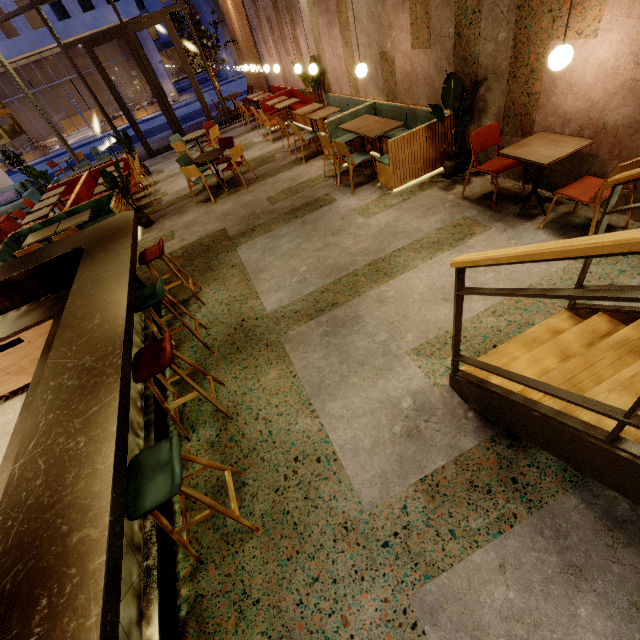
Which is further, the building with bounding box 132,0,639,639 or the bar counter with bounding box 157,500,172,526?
the bar counter with bounding box 157,500,172,526

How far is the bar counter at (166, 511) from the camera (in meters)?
2.47

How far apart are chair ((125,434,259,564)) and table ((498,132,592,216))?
4.2 meters

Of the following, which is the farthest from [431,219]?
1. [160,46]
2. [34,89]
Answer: [160,46]

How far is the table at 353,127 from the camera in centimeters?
536cm

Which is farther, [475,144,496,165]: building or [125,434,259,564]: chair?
[475,144,496,165]: building

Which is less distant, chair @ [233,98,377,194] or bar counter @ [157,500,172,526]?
bar counter @ [157,500,172,526]

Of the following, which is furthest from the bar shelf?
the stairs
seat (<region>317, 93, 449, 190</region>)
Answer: seat (<region>317, 93, 449, 190</region>)
